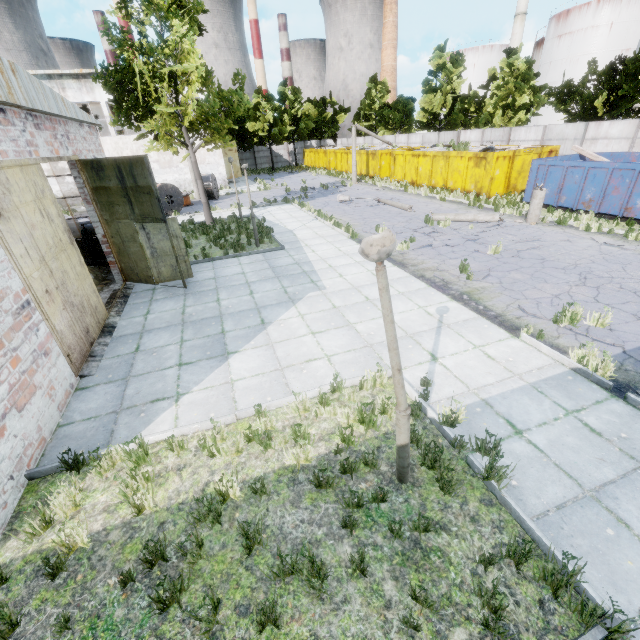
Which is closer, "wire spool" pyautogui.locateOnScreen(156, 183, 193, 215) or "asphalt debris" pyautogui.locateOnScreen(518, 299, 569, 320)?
"asphalt debris" pyautogui.locateOnScreen(518, 299, 569, 320)

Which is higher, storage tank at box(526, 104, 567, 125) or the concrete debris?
storage tank at box(526, 104, 567, 125)

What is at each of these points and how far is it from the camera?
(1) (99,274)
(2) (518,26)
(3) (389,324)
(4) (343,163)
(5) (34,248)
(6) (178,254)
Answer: (1) concrete debris, 11.9m
(2) chimney, 51.4m
(3) lamp post, 2.9m
(4) garbage container, 38.2m
(5) door, 6.1m
(6) door, 10.6m

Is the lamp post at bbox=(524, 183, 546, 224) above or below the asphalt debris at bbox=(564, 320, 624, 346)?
above

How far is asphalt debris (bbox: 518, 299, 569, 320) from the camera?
7.5m

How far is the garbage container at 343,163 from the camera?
36.9 meters

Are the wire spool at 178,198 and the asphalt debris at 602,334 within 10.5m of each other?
no

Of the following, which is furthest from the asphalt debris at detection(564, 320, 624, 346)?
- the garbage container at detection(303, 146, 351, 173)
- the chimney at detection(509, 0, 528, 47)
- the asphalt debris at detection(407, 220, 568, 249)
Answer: the chimney at detection(509, 0, 528, 47)
